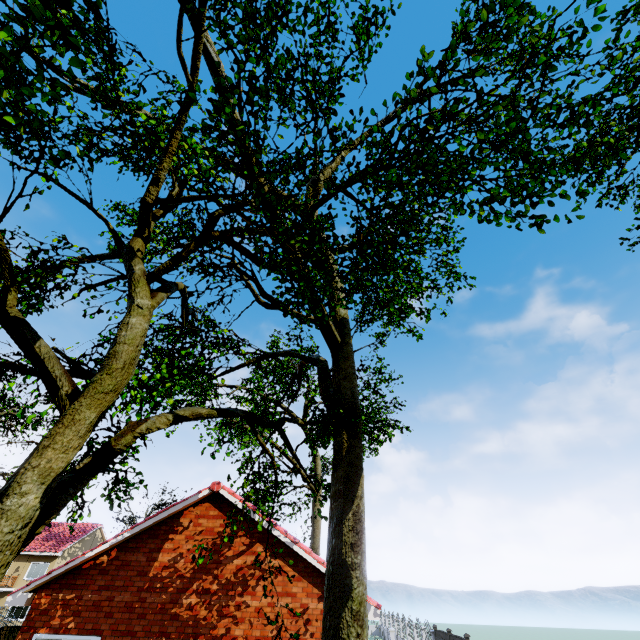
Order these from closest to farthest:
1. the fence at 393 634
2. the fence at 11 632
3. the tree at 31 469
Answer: the tree at 31 469 → the fence at 11 632 → the fence at 393 634

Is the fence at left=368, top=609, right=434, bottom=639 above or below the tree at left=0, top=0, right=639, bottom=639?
below

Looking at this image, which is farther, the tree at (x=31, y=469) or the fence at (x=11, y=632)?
the fence at (x=11, y=632)

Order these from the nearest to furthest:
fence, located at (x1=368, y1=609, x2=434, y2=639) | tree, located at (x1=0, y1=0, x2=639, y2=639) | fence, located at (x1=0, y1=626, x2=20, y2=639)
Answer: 1. tree, located at (x1=0, y1=0, x2=639, y2=639)
2. fence, located at (x1=0, y1=626, x2=20, y2=639)
3. fence, located at (x1=368, y1=609, x2=434, y2=639)

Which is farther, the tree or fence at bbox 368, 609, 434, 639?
fence at bbox 368, 609, 434, 639

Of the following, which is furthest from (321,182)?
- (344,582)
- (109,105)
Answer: (344,582)
